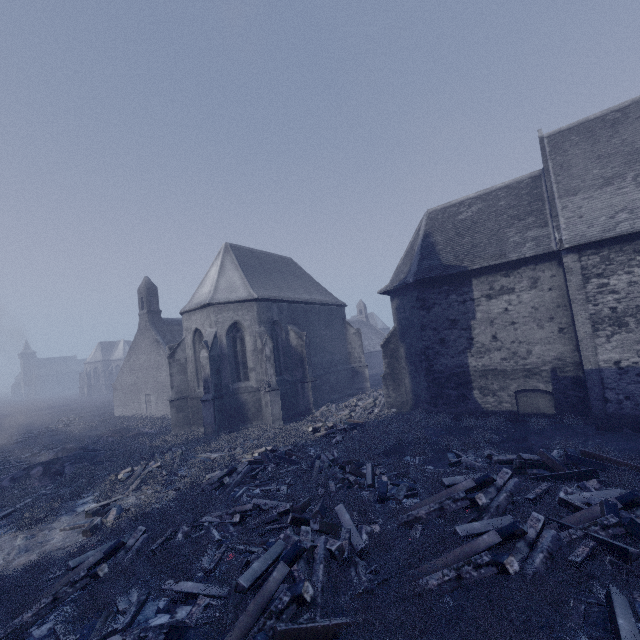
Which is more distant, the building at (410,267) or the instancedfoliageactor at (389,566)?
the building at (410,267)

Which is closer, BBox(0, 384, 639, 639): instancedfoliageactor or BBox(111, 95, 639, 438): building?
BBox(0, 384, 639, 639): instancedfoliageactor

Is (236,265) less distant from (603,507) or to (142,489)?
(142,489)

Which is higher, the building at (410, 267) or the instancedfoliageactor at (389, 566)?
the building at (410, 267)

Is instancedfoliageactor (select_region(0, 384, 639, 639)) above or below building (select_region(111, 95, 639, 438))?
below
